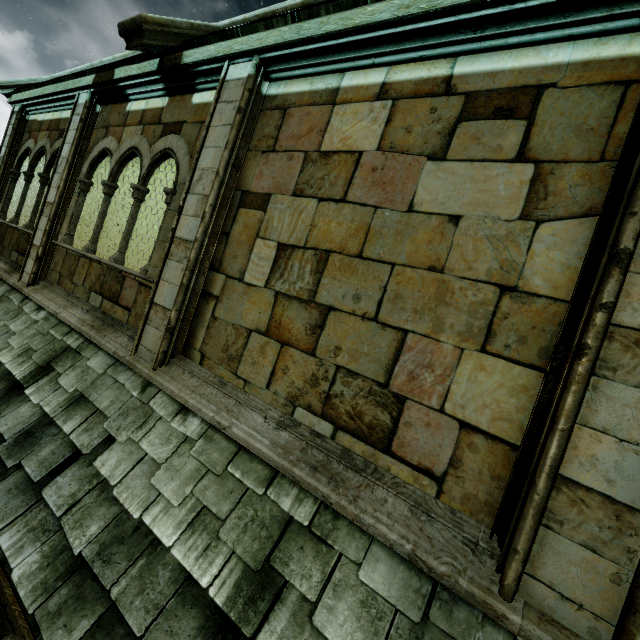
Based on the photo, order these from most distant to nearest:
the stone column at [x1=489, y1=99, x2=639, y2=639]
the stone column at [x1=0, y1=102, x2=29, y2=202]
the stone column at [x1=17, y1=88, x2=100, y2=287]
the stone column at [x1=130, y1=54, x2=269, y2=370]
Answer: the stone column at [x1=0, y1=102, x2=29, y2=202]
the stone column at [x1=17, y1=88, x2=100, y2=287]
the stone column at [x1=130, y1=54, x2=269, y2=370]
the stone column at [x1=489, y1=99, x2=639, y2=639]

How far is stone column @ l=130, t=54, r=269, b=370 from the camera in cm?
376

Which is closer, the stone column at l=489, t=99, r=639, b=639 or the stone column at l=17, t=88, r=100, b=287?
the stone column at l=489, t=99, r=639, b=639

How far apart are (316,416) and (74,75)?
8.0m

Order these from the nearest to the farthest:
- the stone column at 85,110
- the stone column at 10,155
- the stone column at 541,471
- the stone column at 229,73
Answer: the stone column at 541,471 → the stone column at 229,73 → the stone column at 85,110 → the stone column at 10,155

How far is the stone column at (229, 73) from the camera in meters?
3.8 m

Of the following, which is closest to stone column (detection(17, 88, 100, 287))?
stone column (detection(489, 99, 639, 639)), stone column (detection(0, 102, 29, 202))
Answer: stone column (detection(0, 102, 29, 202))

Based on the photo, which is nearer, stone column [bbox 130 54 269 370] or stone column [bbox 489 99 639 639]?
stone column [bbox 489 99 639 639]
